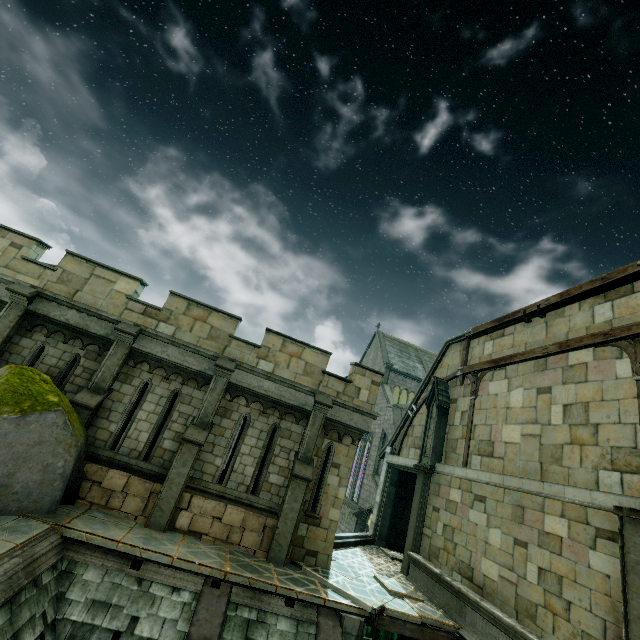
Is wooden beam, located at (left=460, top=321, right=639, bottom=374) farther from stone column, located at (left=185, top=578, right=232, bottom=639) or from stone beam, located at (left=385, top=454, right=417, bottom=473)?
stone column, located at (left=185, top=578, right=232, bottom=639)

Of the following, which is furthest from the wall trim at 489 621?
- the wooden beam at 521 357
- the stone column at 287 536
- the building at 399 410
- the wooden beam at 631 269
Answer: the building at 399 410

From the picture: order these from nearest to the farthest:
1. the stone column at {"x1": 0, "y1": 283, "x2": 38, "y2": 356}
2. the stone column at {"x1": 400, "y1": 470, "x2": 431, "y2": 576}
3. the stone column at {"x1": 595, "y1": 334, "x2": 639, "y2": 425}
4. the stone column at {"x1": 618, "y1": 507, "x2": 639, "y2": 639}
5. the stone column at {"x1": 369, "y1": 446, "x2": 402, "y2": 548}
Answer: the stone column at {"x1": 618, "y1": 507, "x2": 639, "y2": 639} → the stone column at {"x1": 595, "y1": 334, "x2": 639, "y2": 425} → the stone column at {"x1": 0, "y1": 283, "x2": 38, "y2": 356} → the stone column at {"x1": 400, "y1": 470, "x2": 431, "y2": 576} → the stone column at {"x1": 369, "y1": 446, "x2": 402, "y2": 548}

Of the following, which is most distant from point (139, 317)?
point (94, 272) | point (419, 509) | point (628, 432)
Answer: point (628, 432)

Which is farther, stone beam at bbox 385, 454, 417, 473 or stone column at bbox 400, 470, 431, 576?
stone beam at bbox 385, 454, 417, 473

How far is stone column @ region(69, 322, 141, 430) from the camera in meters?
9.1 m

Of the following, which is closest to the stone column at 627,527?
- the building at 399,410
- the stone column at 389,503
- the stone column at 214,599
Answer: the stone column at 214,599

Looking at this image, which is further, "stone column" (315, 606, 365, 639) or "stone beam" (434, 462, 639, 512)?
"stone column" (315, 606, 365, 639)
